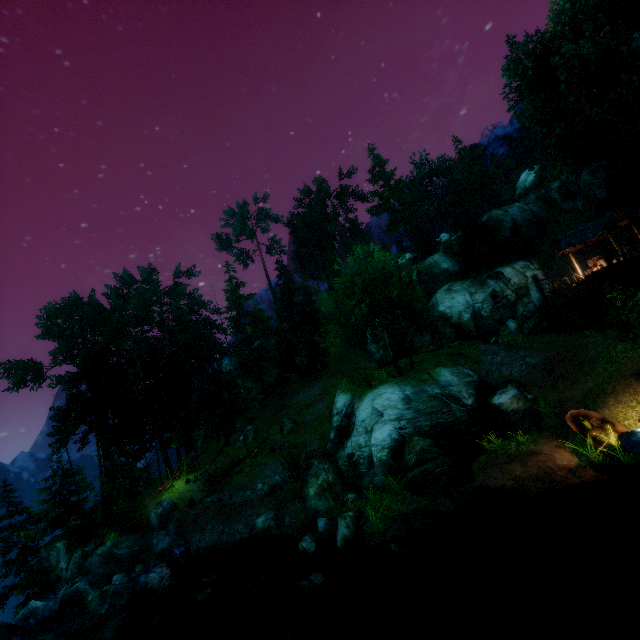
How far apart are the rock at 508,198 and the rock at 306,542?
62.40m

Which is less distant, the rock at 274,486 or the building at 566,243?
the rock at 274,486

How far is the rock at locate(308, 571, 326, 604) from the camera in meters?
11.2 m

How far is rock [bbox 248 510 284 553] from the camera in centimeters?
1700cm

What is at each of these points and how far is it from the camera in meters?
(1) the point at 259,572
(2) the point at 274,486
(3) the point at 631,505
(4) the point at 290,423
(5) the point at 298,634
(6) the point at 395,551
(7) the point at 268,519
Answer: (1) rock, 15.3
(2) rock, 22.3
(3) rock, 10.4
(4) rock, 30.9
(5) rock, 10.2
(6) rock, 11.5
(7) rock, 17.8

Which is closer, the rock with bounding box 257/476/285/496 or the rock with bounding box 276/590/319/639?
the rock with bounding box 276/590/319/639

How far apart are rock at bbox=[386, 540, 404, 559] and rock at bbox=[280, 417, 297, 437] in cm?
1942

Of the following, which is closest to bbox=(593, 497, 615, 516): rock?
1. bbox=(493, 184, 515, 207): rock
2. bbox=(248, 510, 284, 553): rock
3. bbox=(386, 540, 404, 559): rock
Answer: bbox=(386, 540, 404, 559): rock
